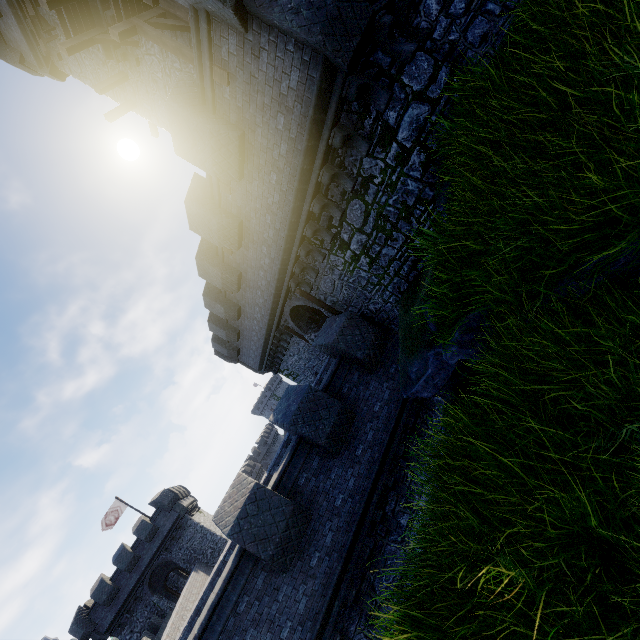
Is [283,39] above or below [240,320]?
below

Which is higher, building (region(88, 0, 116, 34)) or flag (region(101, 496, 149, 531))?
building (region(88, 0, 116, 34))

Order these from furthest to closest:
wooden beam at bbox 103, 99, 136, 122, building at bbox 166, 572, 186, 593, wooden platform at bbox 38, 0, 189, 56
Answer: building at bbox 166, 572, 186, 593 < wooden beam at bbox 103, 99, 136, 122 < wooden platform at bbox 38, 0, 189, 56

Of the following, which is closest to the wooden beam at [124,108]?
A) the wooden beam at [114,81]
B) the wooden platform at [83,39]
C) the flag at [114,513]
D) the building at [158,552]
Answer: the wooden beam at [114,81]

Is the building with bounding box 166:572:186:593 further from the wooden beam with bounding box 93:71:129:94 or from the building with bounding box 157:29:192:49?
the wooden beam with bounding box 93:71:129:94

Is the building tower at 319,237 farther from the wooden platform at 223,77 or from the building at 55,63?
the building at 55,63

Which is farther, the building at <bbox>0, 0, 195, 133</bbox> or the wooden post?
the building at <bbox>0, 0, 195, 133</bbox>

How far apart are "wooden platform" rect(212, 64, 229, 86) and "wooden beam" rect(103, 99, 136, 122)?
11.35m
